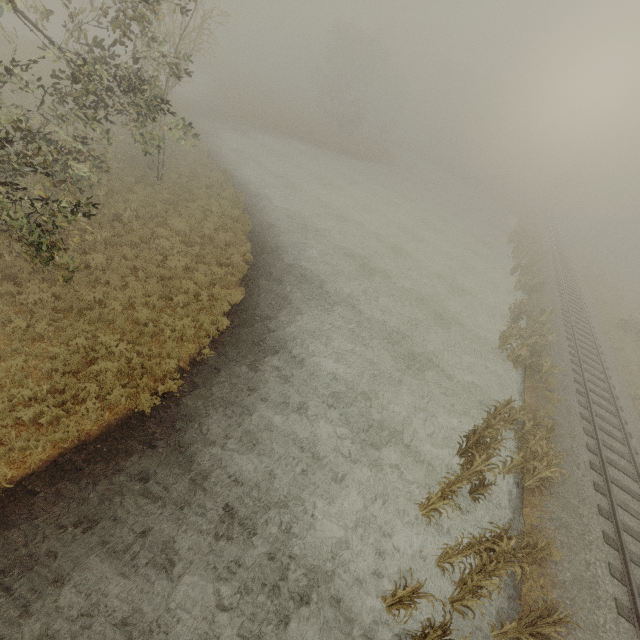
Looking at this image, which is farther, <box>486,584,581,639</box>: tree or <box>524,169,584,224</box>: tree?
<box>524,169,584,224</box>: tree

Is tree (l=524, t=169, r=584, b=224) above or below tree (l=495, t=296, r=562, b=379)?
above

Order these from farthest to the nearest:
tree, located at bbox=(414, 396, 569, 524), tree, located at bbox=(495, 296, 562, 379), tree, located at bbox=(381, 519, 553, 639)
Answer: tree, located at bbox=(495, 296, 562, 379)
tree, located at bbox=(414, 396, 569, 524)
tree, located at bbox=(381, 519, 553, 639)

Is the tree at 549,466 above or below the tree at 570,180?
below

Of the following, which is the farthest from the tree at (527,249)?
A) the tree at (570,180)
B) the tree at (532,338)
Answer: the tree at (532,338)

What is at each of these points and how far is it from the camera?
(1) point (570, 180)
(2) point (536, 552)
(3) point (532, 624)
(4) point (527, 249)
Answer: (1) tree, 45.8m
(2) tree, 8.8m
(3) tree, 7.4m
(4) tree, 33.2m

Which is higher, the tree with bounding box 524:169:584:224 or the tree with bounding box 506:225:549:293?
the tree with bounding box 524:169:584:224
